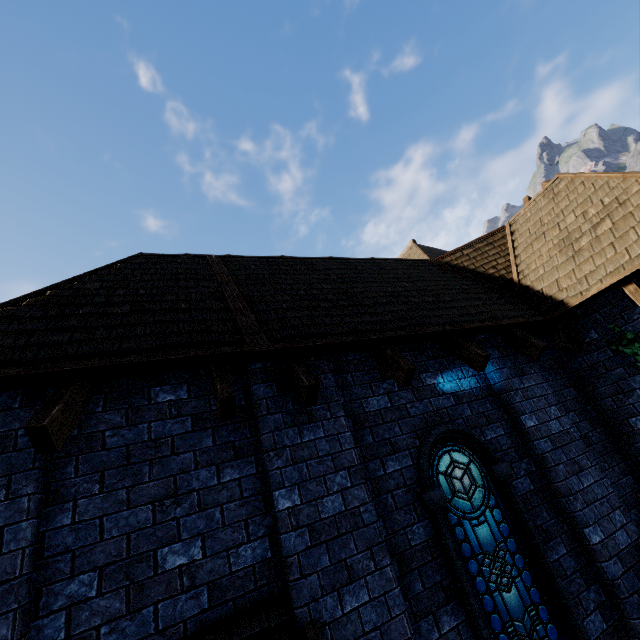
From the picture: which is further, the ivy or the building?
the ivy

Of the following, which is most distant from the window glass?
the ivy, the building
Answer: the ivy

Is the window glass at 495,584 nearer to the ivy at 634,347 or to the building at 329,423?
the building at 329,423

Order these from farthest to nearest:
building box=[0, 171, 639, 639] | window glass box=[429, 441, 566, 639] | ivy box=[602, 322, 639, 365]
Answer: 1. ivy box=[602, 322, 639, 365]
2. window glass box=[429, 441, 566, 639]
3. building box=[0, 171, 639, 639]

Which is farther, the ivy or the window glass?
the ivy

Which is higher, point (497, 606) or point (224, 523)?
point (224, 523)
